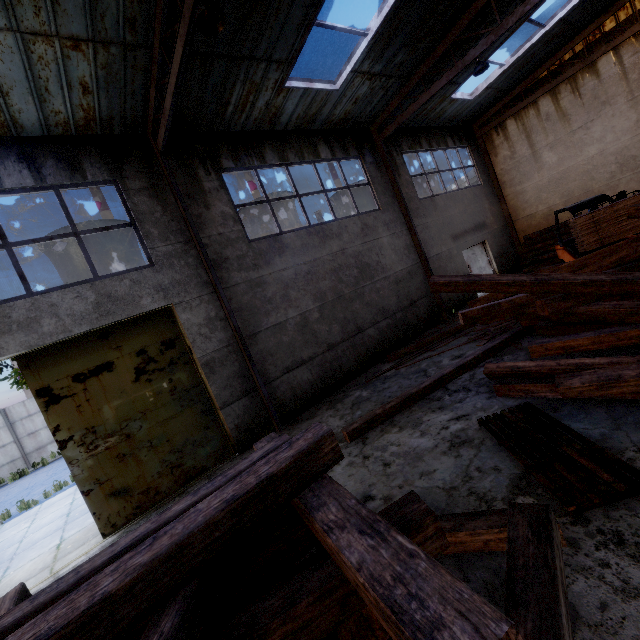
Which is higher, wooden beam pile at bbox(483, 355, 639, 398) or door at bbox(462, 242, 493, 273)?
door at bbox(462, 242, 493, 273)

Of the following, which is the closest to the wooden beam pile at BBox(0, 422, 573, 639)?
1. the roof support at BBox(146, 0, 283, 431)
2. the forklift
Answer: the roof support at BBox(146, 0, 283, 431)

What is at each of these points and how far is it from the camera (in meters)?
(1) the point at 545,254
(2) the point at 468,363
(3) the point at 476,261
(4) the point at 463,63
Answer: (1) log pile, 14.34
(2) wooden beam pile, 7.04
(3) door, 16.19
(4) roof support, 9.12

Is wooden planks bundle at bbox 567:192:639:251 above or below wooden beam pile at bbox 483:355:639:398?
above

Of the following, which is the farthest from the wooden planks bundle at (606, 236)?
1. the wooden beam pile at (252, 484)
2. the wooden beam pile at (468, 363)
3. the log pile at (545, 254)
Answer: the wooden beam pile at (252, 484)

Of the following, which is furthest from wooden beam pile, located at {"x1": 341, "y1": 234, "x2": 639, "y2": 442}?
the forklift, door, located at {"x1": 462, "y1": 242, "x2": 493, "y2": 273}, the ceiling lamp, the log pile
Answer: door, located at {"x1": 462, "y1": 242, "x2": 493, "y2": 273}

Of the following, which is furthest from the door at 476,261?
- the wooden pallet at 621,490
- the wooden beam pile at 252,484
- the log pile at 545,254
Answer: the wooden beam pile at 252,484

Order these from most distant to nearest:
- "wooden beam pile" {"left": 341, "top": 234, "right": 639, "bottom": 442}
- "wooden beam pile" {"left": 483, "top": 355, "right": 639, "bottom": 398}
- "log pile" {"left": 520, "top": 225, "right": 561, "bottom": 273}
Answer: "log pile" {"left": 520, "top": 225, "right": 561, "bottom": 273}, "wooden beam pile" {"left": 341, "top": 234, "right": 639, "bottom": 442}, "wooden beam pile" {"left": 483, "top": 355, "right": 639, "bottom": 398}
